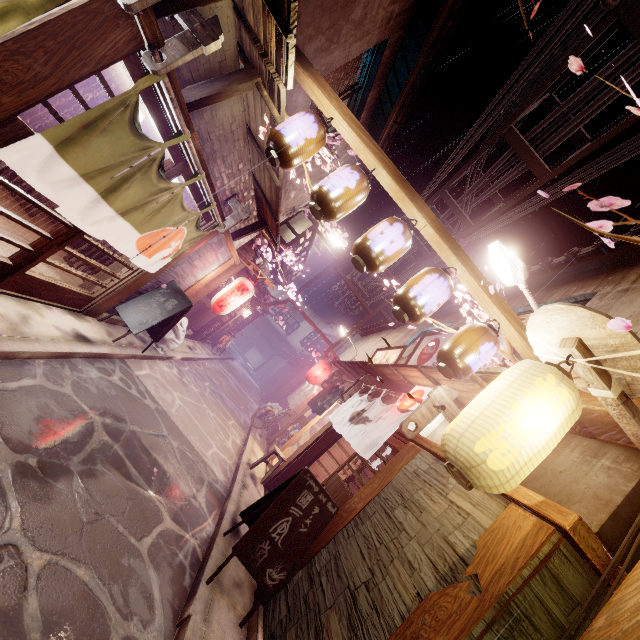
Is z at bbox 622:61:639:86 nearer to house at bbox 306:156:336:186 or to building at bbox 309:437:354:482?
house at bbox 306:156:336:186

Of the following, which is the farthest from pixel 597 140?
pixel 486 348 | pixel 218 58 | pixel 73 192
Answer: pixel 73 192

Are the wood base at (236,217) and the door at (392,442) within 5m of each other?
no

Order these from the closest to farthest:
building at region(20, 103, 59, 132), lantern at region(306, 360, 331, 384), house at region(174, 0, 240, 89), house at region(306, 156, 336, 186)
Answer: house at region(174, 0, 240, 89), building at region(20, 103, 59, 132), house at region(306, 156, 336, 186), lantern at region(306, 360, 331, 384)

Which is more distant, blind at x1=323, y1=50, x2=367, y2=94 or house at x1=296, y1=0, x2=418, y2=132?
blind at x1=323, y1=50, x2=367, y2=94

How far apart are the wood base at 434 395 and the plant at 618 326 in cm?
664

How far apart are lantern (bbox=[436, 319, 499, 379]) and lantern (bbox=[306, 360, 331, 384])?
16.7m

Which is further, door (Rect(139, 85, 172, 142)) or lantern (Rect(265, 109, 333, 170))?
lantern (Rect(265, 109, 333, 170))
